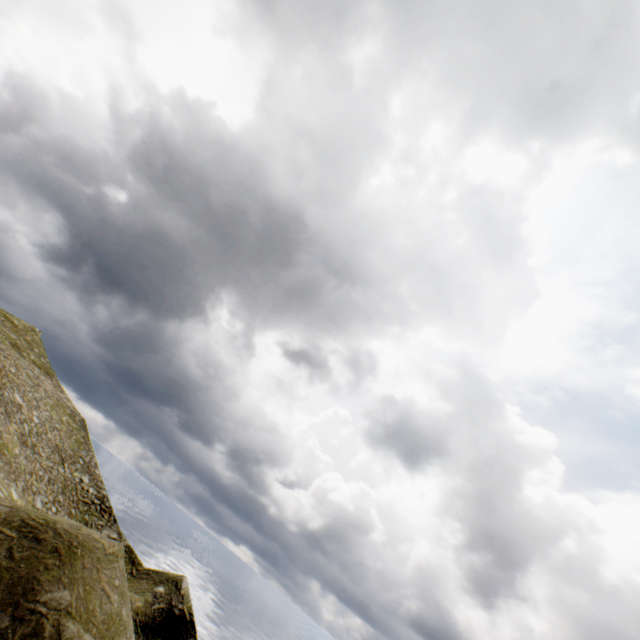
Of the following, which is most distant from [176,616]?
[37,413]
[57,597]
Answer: [37,413]
